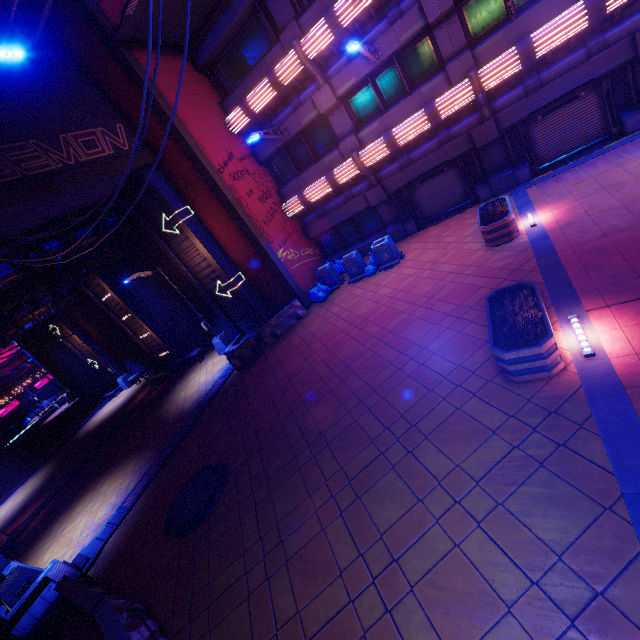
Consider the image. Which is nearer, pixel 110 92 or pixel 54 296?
pixel 110 92

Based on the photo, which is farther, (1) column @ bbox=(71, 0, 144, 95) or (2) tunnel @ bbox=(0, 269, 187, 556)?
(2) tunnel @ bbox=(0, 269, 187, 556)

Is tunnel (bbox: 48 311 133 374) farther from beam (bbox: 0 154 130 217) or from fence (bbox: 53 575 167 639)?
fence (bbox: 53 575 167 639)

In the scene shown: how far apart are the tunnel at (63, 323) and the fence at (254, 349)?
17.0m

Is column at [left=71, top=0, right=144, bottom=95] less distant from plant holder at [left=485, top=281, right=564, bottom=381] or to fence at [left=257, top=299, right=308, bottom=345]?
fence at [left=257, top=299, right=308, bottom=345]

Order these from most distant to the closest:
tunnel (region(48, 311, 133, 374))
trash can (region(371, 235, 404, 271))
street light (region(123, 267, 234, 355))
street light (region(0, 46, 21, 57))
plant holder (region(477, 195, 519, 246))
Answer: tunnel (region(48, 311, 133, 374)), street light (region(123, 267, 234, 355)), trash can (region(371, 235, 404, 271)), plant holder (region(477, 195, 519, 246)), street light (region(0, 46, 21, 57))

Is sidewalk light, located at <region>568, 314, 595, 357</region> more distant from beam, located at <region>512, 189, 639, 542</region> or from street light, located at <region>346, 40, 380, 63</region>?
street light, located at <region>346, 40, 380, 63</region>

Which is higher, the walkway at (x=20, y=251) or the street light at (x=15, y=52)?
the street light at (x=15, y=52)
